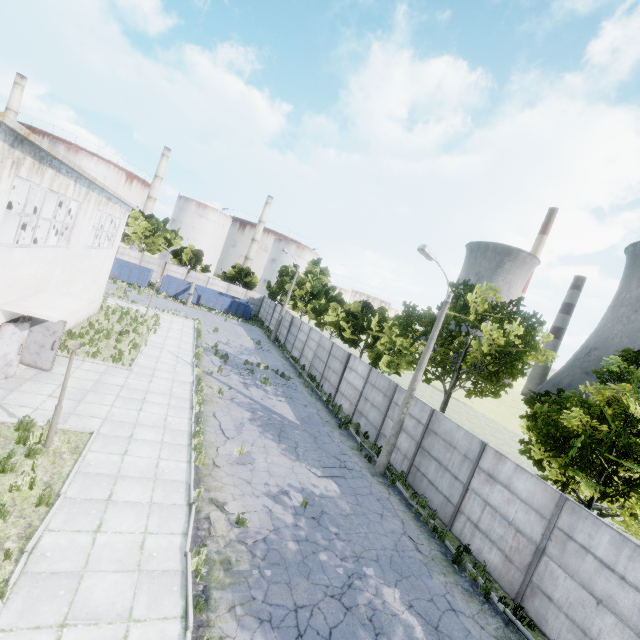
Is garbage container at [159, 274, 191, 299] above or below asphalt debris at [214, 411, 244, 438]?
above

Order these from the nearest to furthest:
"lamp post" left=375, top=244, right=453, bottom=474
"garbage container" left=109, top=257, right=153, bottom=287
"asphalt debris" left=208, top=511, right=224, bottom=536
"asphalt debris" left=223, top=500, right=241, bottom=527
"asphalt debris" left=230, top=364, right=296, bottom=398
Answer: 1. "asphalt debris" left=208, top=511, right=224, bottom=536
2. "asphalt debris" left=223, top=500, right=241, bottom=527
3. "lamp post" left=375, top=244, right=453, bottom=474
4. "asphalt debris" left=230, top=364, right=296, bottom=398
5. "garbage container" left=109, top=257, right=153, bottom=287

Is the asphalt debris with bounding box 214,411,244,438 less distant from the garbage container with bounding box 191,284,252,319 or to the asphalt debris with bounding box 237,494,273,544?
the asphalt debris with bounding box 237,494,273,544

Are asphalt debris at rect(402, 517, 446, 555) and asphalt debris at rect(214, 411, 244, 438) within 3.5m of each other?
no

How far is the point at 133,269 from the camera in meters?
38.5 m

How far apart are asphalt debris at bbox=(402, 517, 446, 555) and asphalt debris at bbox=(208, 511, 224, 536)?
5.01m

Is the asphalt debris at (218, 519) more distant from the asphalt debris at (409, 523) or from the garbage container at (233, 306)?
the garbage container at (233, 306)

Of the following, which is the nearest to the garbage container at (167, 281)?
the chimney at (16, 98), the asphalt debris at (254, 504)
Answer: the asphalt debris at (254, 504)
